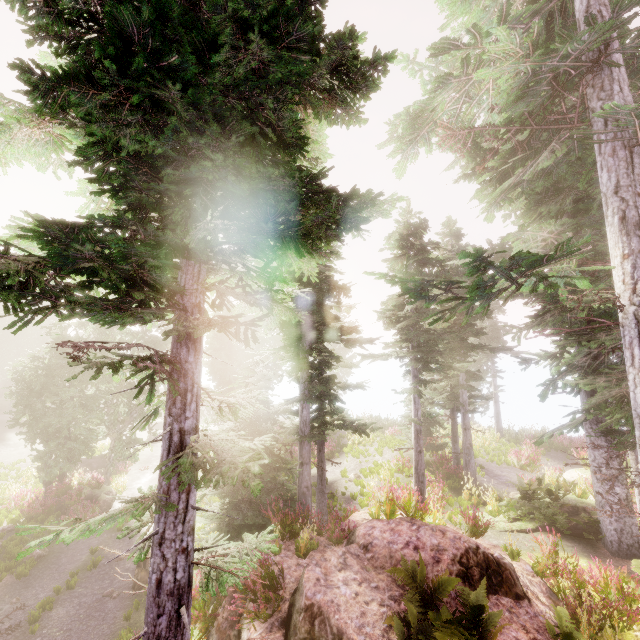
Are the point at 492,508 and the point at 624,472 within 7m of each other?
yes

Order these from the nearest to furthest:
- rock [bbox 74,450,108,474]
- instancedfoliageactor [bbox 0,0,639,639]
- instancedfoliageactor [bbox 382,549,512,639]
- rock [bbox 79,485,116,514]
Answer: instancedfoliageactor [bbox 0,0,639,639] → instancedfoliageactor [bbox 382,549,512,639] → rock [bbox 79,485,116,514] → rock [bbox 74,450,108,474]

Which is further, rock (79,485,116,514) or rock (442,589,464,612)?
rock (79,485,116,514)

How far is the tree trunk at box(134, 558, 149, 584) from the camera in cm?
1125

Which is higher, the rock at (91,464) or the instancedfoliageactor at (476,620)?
the instancedfoliageactor at (476,620)

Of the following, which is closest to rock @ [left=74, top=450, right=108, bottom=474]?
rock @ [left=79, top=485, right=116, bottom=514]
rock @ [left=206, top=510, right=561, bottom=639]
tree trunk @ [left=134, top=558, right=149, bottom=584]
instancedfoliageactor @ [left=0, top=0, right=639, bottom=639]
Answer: instancedfoliageactor @ [left=0, top=0, right=639, bottom=639]

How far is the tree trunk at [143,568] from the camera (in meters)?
11.25
